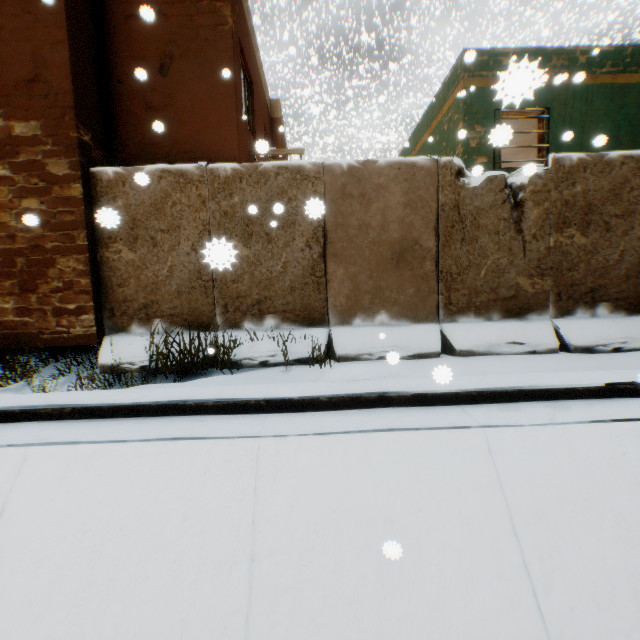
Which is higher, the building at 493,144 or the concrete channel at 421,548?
the building at 493,144

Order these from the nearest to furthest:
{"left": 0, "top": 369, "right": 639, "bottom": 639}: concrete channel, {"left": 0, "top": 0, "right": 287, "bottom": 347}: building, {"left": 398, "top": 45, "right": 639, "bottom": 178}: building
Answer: {"left": 0, "top": 369, "right": 639, "bottom": 639}: concrete channel, {"left": 0, "top": 0, "right": 287, "bottom": 347}: building, {"left": 398, "top": 45, "right": 639, "bottom": 178}: building

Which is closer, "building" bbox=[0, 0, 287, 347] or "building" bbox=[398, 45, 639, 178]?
"building" bbox=[0, 0, 287, 347]

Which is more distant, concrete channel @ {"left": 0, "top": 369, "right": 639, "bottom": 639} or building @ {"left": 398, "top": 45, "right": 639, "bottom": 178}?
building @ {"left": 398, "top": 45, "right": 639, "bottom": 178}

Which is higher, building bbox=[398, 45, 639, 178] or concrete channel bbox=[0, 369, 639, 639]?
building bbox=[398, 45, 639, 178]

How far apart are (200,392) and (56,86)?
→ 5.6m
